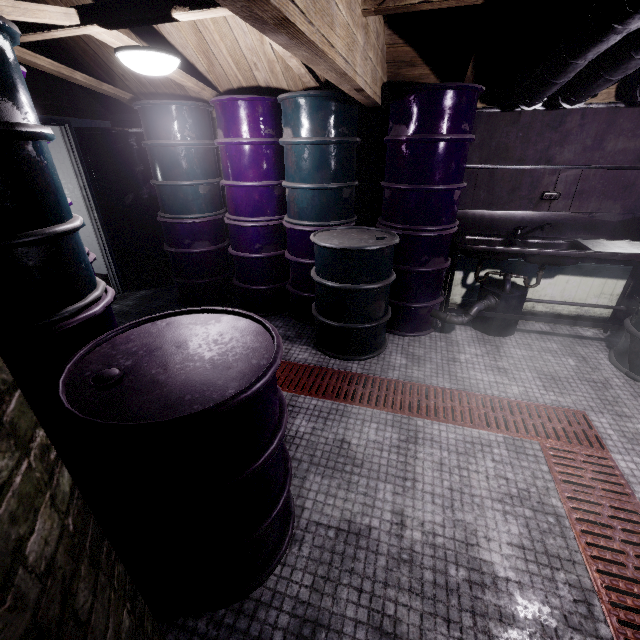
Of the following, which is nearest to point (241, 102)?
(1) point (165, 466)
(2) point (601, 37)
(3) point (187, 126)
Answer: (3) point (187, 126)

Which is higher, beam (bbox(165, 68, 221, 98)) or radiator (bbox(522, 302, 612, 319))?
beam (bbox(165, 68, 221, 98))

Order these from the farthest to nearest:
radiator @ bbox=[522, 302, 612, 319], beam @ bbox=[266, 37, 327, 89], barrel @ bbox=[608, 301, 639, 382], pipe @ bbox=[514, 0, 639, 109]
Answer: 1. radiator @ bbox=[522, 302, 612, 319]
2. barrel @ bbox=[608, 301, 639, 382]
3. beam @ bbox=[266, 37, 327, 89]
4. pipe @ bbox=[514, 0, 639, 109]

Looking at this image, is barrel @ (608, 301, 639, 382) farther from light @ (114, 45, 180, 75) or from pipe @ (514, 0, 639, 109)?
light @ (114, 45, 180, 75)

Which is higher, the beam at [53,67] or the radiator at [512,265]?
the beam at [53,67]

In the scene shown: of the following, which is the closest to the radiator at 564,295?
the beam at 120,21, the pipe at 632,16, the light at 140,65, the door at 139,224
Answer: the pipe at 632,16

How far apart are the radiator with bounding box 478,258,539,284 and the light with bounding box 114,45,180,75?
2.8 meters
